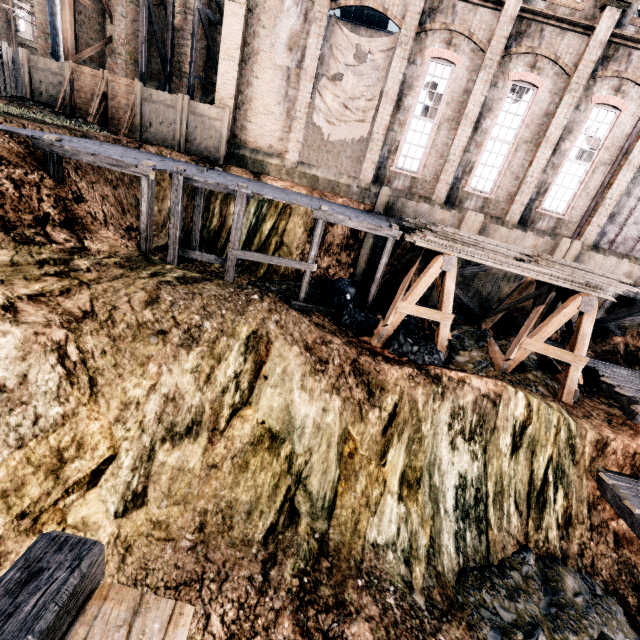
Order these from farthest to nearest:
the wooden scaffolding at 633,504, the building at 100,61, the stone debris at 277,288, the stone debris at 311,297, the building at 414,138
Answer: the building at 100,61, the building at 414,138, the stone debris at 311,297, the stone debris at 277,288, the wooden scaffolding at 633,504

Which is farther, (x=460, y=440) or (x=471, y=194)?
(x=471, y=194)

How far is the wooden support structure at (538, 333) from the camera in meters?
11.1

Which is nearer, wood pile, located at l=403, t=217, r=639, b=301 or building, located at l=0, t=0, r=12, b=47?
wood pile, located at l=403, t=217, r=639, b=301

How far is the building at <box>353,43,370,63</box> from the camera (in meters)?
32.09

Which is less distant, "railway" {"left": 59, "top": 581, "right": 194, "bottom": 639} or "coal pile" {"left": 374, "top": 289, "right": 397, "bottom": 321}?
"railway" {"left": 59, "top": 581, "right": 194, "bottom": 639}

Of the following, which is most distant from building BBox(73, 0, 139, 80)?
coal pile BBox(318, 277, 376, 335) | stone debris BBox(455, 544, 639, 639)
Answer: stone debris BBox(455, 544, 639, 639)

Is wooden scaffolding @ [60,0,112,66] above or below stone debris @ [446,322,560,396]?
above
